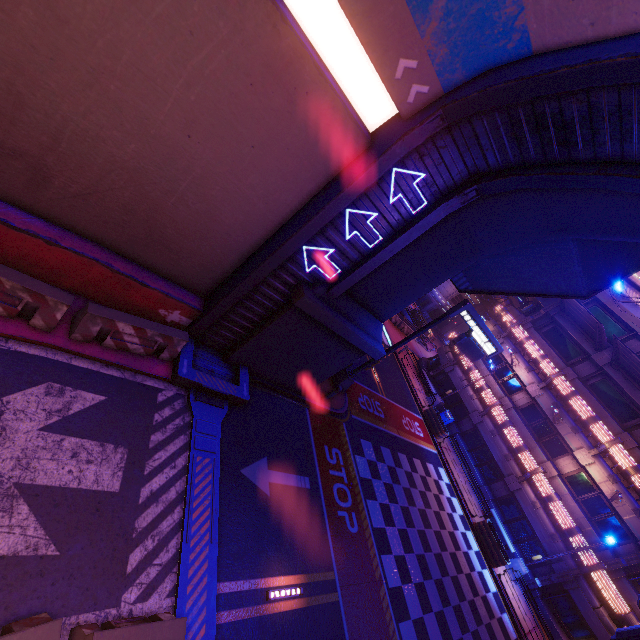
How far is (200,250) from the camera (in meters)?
8.54

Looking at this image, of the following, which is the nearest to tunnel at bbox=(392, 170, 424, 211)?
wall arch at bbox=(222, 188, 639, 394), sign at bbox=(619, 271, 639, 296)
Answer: wall arch at bbox=(222, 188, 639, 394)

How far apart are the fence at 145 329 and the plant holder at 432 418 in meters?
20.3

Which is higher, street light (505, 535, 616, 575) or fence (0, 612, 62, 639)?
street light (505, 535, 616, 575)

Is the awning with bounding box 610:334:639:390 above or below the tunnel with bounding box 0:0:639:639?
above

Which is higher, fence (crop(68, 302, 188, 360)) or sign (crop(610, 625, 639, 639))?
sign (crop(610, 625, 639, 639))

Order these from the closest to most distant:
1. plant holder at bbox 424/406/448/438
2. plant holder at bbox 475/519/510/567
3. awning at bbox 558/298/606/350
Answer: plant holder at bbox 475/519/510/567, awning at bbox 558/298/606/350, plant holder at bbox 424/406/448/438

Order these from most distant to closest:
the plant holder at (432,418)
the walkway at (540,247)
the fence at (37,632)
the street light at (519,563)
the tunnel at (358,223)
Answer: the plant holder at (432,418)
the street light at (519,563)
the walkway at (540,247)
the tunnel at (358,223)
the fence at (37,632)
